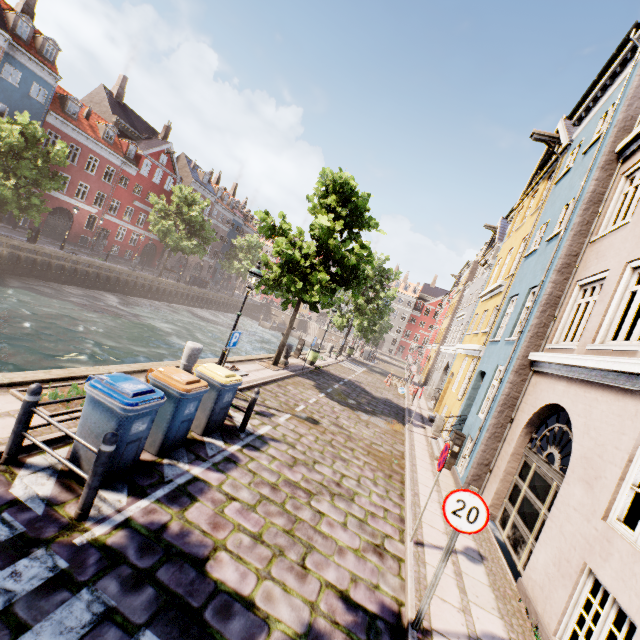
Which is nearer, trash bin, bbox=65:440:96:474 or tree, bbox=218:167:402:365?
trash bin, bbox=65:440:96:474

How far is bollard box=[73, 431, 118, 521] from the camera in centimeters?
384cm

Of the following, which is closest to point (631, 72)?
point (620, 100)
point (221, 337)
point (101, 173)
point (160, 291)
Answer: point (620, 100)

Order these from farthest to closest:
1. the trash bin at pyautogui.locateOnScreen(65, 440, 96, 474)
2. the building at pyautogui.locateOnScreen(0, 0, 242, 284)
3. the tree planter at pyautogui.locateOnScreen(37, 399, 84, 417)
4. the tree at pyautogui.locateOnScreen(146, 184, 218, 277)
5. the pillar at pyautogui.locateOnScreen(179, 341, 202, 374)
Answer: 1. the tree at pyautogui.locateOnScreen(146, 184, 218, 277)
2. the building at pyautogui.locateOnScreen(0, 0, 242, 284)
3. the pillar at pyautogui.locateOnScreen(179, 341, 202, 374)
4. the tree planter at pyautogui.locateOnScreen(37, 399, 84, 417)
5. the trash bin at pyautogui.locateOnScreen(65, 440, 96, 474)

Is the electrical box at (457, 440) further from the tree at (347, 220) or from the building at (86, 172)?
the building at (86, 172)

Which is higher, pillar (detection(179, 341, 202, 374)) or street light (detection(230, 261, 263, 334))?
street light (detection(230, 261, 263, 334))

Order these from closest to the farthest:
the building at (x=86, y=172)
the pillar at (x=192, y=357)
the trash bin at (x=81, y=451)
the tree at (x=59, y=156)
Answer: the trash bin at (x=81, y=451) < the pillar at (x=192, y=357) < the tree at (x=59, y=156) < the building at (x=86, y=172)

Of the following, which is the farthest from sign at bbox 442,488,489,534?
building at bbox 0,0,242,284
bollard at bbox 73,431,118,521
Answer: building at bbox 0,0,242,284
